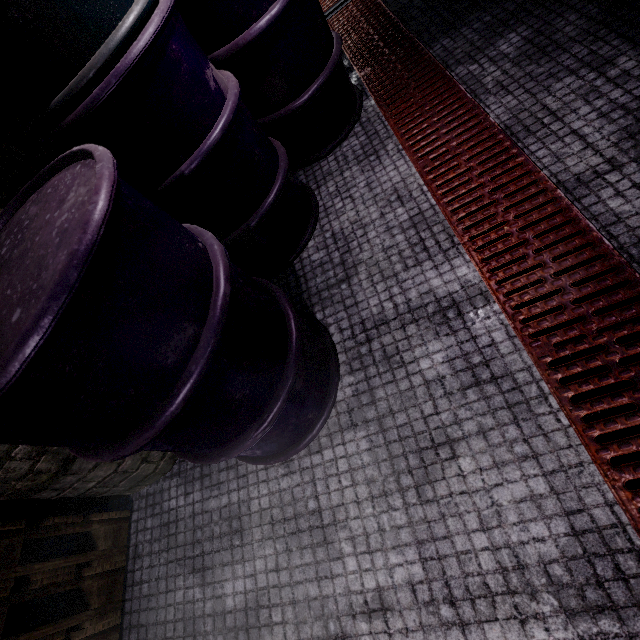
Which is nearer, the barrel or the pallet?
the barrel

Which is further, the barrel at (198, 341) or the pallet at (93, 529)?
the pallet at (93, 529)

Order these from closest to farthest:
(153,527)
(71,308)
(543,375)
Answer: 1. (71,308)
2. (543,375)
3. (153,527)
